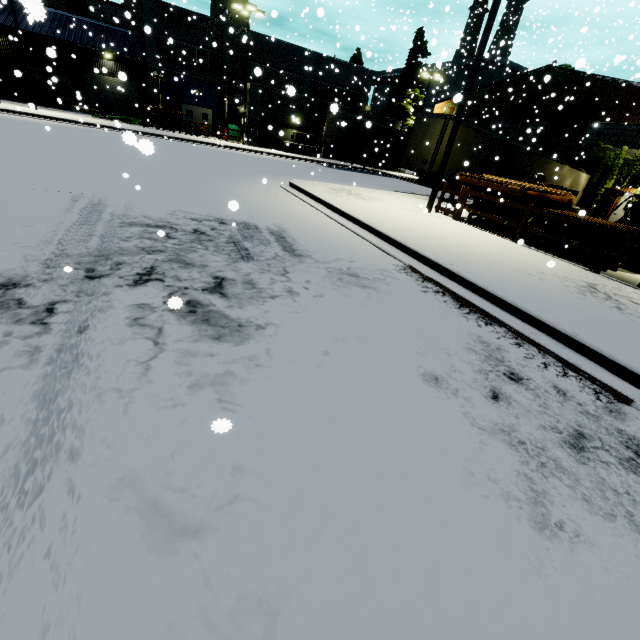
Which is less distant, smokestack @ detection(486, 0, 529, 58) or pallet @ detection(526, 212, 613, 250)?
pallet @ detection(526, 212, 613, 250)

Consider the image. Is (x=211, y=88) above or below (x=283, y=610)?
above

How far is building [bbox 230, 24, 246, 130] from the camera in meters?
32.0 m

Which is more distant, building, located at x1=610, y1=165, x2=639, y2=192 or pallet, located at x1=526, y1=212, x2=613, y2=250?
building, located at x1=610, y1=165, x2=639, y2=192

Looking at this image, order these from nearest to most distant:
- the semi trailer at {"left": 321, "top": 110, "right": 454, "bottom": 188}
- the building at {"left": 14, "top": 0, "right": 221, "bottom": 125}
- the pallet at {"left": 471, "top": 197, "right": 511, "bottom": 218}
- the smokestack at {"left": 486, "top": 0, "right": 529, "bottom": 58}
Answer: the pallet at {"left": 471, "top": 197, "right": 511, "bottom": 218}, the semi trailer at {"left": 321, "top": 110, "right": 454, "bottom": 188}, the building at {"left": 14, "top": 0, "right": 221, "bottom": 125}, the smokestack at {"left": 486, "top": 0, "right": 529, "bottom": 58}

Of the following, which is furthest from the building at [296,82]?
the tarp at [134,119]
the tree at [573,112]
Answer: the tarp at [134,119]

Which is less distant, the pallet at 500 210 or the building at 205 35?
the pallet at 500 210

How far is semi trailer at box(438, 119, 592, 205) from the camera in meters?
17.7
